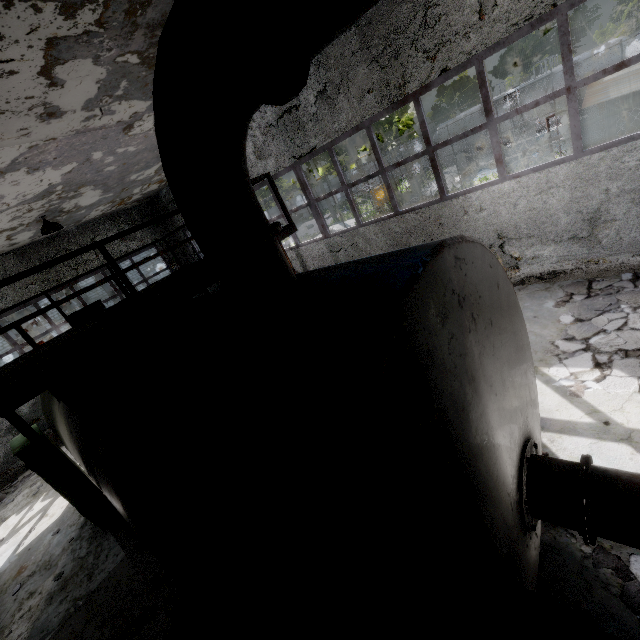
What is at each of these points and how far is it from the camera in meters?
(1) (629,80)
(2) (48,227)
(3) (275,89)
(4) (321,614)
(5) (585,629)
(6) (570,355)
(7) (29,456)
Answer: (1) metal cage, 8.5 m
(2) ceiling lamp, 9.5 m
(3) pipe, 1.6 m
(4) boiler tank, 1.2 m
(5) pipe, 2.0 m
(6) concrete debris, 5.5 m
(7) power box, 6.1 m

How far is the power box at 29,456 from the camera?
6.1 meters

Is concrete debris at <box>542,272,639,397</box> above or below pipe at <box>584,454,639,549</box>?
below

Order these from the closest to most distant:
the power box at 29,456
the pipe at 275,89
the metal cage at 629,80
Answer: the pipe at 275,89 → the power box at 29,456 → the metal cage at 629,80

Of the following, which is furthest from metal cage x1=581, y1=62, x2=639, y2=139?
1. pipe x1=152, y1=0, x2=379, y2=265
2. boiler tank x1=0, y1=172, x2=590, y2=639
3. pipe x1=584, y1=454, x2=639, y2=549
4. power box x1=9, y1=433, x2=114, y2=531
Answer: pipe x1=152, y1=0, x2=379, y2=265

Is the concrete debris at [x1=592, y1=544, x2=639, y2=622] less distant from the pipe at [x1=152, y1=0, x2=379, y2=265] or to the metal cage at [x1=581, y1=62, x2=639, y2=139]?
the metal cage at [x1=581, y1=62, x2=639, y2=139]

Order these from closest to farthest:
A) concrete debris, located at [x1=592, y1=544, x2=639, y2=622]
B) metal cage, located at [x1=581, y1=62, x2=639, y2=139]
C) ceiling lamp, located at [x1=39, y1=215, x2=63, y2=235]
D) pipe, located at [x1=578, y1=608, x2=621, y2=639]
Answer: pipe, located at [x1=578, y1=608, x2=621, y2=639] → concrete debris, located at [x1=592, y1=544, x2=639, y2=622] → metal cage, located at [x1=581, y1=62, x2=639, y2=139] → ceiling lamp, located at [x1=39, y1=215, x2=63, y2=235]

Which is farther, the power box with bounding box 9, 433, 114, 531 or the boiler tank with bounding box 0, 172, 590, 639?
the power box with bounding box 9, 433, 114, 531
